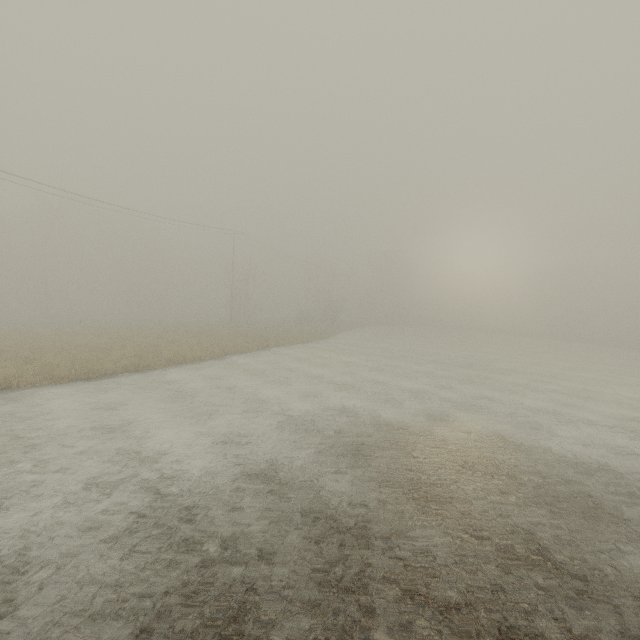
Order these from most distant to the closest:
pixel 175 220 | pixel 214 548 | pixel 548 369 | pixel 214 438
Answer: pixel 175 220 < pixel 548 369 < pixel 214 438 < pixel 214 548
